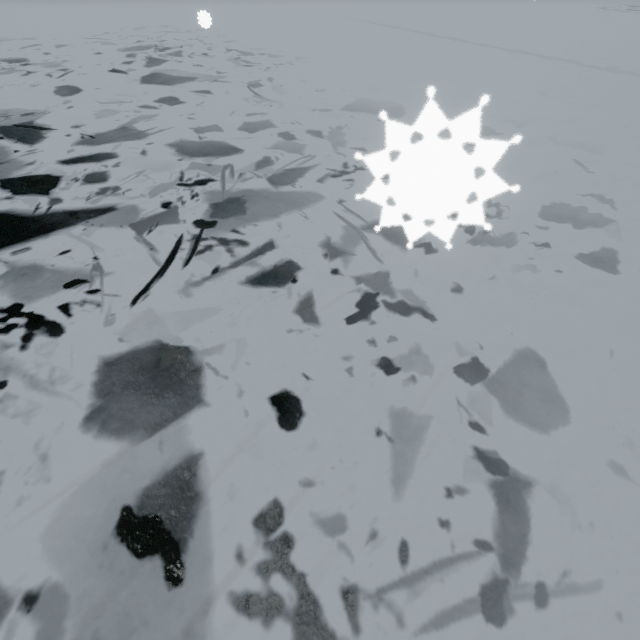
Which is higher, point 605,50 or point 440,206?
point 440,206
